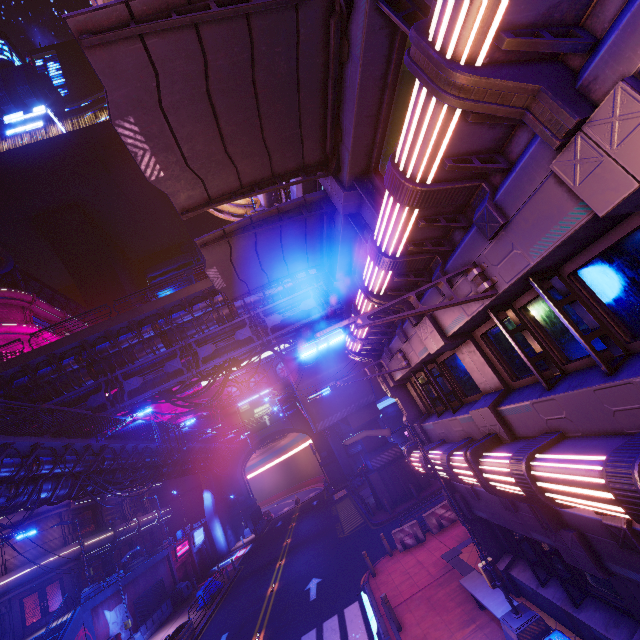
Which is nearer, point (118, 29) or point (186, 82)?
point (118, 29)

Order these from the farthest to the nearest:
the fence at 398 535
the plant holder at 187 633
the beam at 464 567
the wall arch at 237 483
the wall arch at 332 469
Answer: the wall arch at 332 469, the wall arch at 237 483, the plant holder at 187 633, the fence at 398 535, the beam at 464 567

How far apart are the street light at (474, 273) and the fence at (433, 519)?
15.6 meters

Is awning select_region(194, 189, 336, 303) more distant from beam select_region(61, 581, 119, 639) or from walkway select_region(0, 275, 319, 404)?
beam select_region(61, 581, 119, 639)

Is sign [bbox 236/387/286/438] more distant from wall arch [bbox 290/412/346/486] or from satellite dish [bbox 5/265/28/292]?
satellite dish [bbox 5/265/28/292]

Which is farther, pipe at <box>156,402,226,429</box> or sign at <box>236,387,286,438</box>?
sign at <box>236,387,286,438</box>

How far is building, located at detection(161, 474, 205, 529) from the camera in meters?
47.3 m

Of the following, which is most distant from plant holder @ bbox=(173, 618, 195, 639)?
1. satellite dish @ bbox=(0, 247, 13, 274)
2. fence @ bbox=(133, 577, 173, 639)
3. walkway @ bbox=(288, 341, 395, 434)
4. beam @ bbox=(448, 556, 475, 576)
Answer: satellite dish @ bbox=(0, 247, 13, 274)
